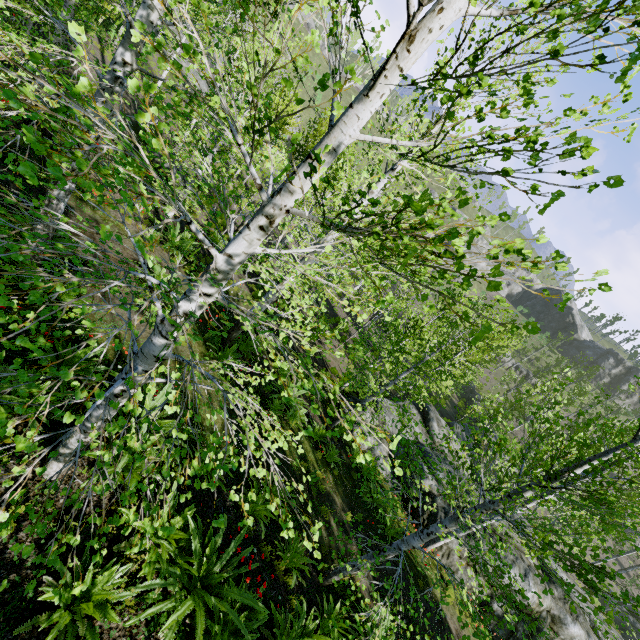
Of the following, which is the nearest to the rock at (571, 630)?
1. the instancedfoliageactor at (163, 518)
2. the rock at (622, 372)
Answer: the instancedfoliageactor at (163, 518)

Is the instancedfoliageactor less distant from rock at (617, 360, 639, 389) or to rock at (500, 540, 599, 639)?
rock at (500, 540, 599, 639)

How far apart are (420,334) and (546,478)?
9.36m

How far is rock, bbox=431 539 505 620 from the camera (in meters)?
11.52

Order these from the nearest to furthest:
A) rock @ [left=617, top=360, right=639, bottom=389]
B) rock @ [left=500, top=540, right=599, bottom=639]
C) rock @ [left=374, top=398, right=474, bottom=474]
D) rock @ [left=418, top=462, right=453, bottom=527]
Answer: rock @ [left=500, top=540, right=599, bottom=639], rock @ [left=418, top=462, right=453, bottom=527], rock @ [left=374, top=398, right=474, bottom=474], rock @ [left=617, top=360, right=639, bottom=389]
